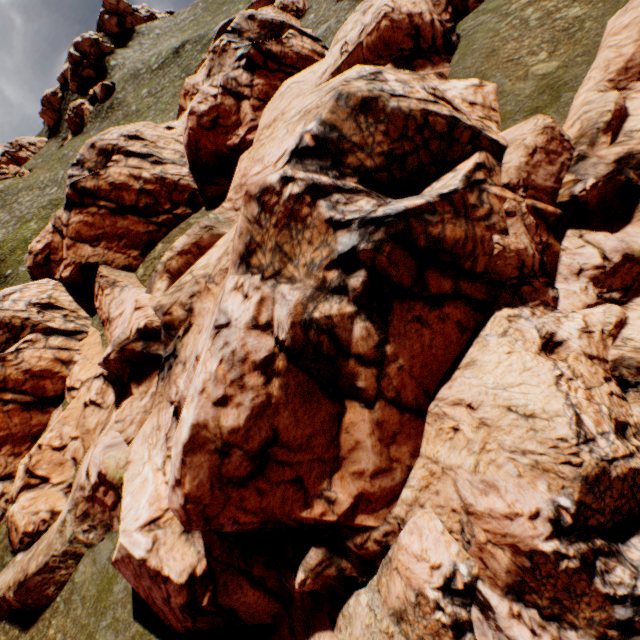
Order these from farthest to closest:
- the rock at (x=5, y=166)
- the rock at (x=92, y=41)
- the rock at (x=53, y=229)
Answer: the rock at (x=5, y=166) < the rock at (x=92, y=41) < the rock at (x=53, y=229)

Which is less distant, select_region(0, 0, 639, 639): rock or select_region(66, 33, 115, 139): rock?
select_region(0, 0, 639, 639): rock

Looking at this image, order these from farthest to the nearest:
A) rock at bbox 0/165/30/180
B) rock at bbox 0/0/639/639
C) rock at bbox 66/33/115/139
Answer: rock at bbox 0/165/30/180
rock at bbox 66/33/115/139
rock at bbox 0/0/639/639

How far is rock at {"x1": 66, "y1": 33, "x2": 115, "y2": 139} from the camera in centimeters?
5529cm

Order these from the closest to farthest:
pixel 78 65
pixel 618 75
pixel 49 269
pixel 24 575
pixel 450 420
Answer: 1. pixel 450 420
2. pixel 618 75
3. pixel 24 575
4. pixel 49 269
5. pixel 78 65

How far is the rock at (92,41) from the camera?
55.3m

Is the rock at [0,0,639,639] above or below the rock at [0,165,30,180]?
below
